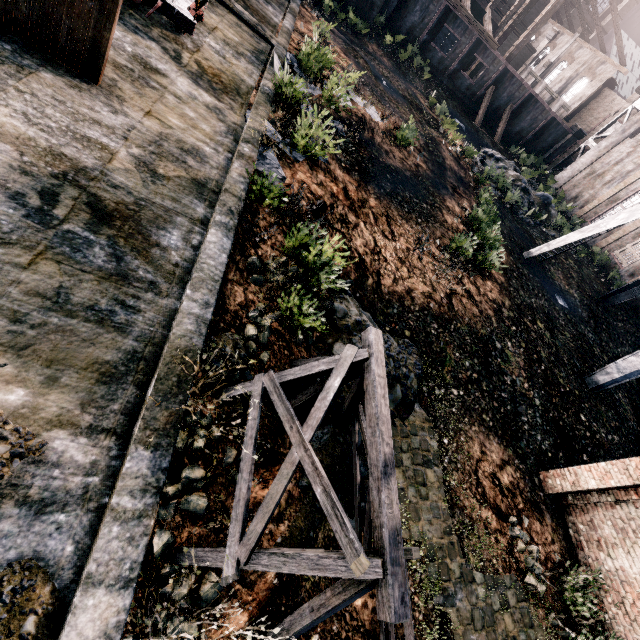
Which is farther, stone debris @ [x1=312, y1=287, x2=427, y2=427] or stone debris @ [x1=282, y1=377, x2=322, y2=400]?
stone debris @ [x1=312, y1=287, x2=427, y2=427]

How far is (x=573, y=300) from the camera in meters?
22.2

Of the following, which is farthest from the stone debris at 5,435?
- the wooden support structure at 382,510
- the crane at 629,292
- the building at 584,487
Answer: the crane at 629,292

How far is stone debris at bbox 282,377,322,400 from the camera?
6.9 meters

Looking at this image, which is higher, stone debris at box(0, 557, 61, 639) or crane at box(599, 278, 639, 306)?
crane at box(599, 278, 639, 306)

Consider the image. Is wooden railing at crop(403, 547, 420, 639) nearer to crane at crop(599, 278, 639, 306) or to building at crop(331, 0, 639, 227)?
crane at crop(599, 278, 639, 306)

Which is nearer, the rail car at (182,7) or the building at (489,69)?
the rail car at (182,7)
